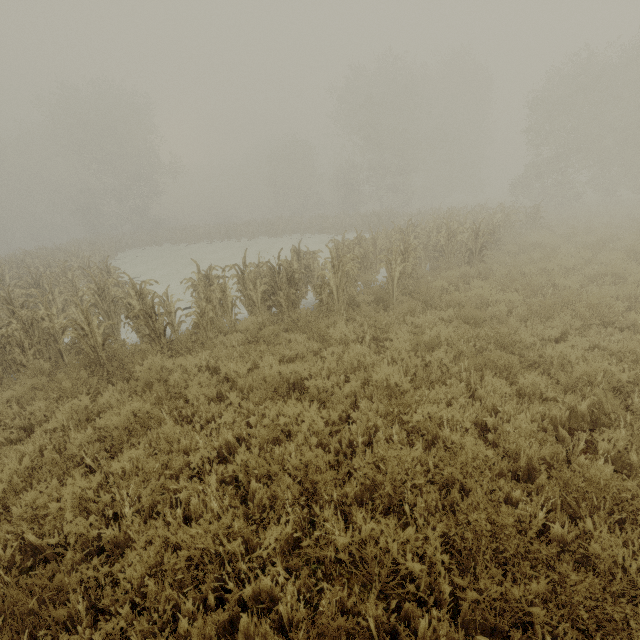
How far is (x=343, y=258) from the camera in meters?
9.5
